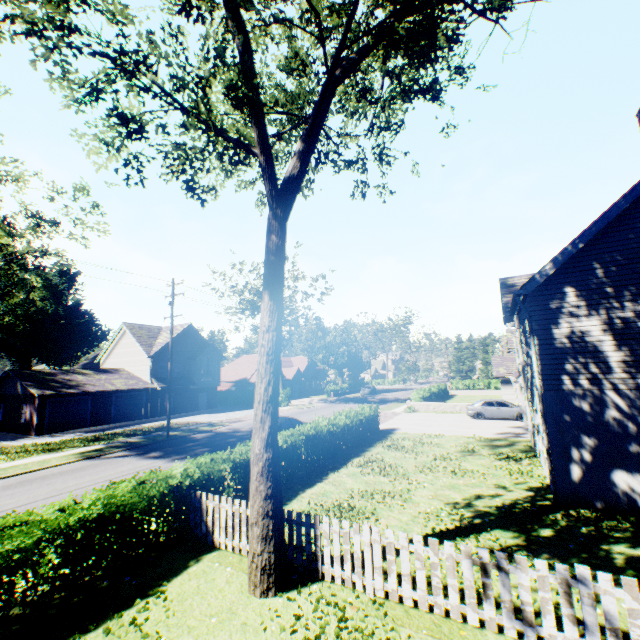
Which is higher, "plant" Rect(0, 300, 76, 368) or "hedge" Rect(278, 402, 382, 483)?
"plant" Rect(0, 300, 76, 368)

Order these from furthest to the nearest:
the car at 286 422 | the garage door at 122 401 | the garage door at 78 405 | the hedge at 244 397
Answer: the hedge at 244 397
the garage door at 122 401
the garage door at 78 405
the car at 286 422

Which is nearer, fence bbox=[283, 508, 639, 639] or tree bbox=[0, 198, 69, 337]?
fence bbox=[283, 508, 639, 639]

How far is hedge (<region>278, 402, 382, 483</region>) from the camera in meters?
13.2 m

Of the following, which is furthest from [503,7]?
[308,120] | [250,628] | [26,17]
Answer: [250,628]

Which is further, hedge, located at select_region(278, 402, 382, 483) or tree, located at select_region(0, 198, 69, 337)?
tree, located at select_region(0, 198, 69, 337)

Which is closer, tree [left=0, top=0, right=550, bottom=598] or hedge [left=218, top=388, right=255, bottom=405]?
tree [left=0, top=0, right=550, bottom=598]

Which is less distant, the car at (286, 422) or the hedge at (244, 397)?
the car at (286, 422)
